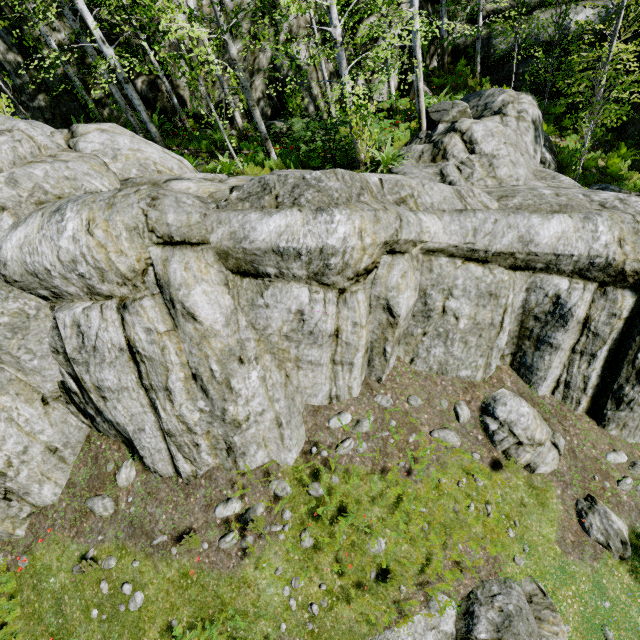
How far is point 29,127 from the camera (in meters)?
6.76

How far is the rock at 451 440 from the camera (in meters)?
7.42

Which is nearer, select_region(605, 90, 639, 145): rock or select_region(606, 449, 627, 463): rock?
select_region(606, 449, 627, 463): rock

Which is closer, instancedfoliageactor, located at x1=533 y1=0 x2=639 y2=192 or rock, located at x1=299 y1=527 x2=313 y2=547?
rock, located at x1=299 y1=527 x2=313 y2=547

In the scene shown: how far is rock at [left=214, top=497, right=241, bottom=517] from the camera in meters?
6.7 m

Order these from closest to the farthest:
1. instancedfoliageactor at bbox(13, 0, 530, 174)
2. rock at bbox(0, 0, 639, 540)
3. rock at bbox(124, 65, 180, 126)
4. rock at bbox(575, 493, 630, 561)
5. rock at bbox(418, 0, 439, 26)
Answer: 1. rock at bbox(0, 0, 639, 540)
2. rock at bbox(575, 493, 630, 561)
3. instancedfoliageactor at bbox(13, 0, 530, 174)
4. rock at bbox(124, 65, 180, 126)
5. rock at bbox(418, 0, 439, 26)
